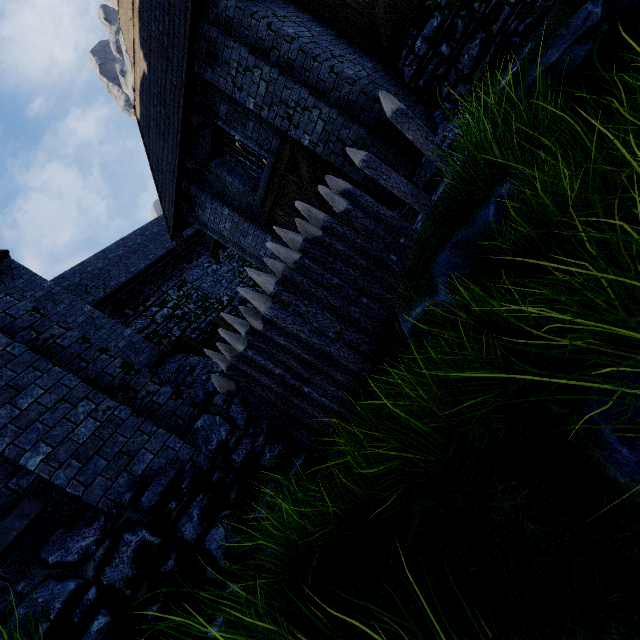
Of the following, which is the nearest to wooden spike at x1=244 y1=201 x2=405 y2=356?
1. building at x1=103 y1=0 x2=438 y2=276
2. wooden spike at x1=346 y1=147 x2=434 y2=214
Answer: wooden spike at x1=346 y1=147 x2=434 y2=214

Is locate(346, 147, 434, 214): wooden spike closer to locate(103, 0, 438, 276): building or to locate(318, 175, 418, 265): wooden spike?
locate(318, 175, 418, 265): wooden spike

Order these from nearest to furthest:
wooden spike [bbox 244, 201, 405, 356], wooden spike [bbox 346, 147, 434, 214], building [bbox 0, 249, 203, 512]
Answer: building [bbox 0, 249, 203, 512], wooden spike [bbox 244, 201, 405, 356], wooden spike [bbox 346, 147, 434, 214]

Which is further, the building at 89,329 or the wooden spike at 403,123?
the wooden spike at 403,123

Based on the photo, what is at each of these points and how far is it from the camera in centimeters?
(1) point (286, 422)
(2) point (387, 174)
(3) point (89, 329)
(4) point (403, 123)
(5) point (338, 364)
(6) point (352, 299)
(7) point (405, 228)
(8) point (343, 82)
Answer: (1) wooden spike, 488cm
(2) wooden spike, 484cm
(3) building, 1021cm
(4) wooden spike, 469cm
(5) wooden spike, 439cm
(6) wooden spike, 439cm
(7) wooden spike, 469cm
(8) building, 659cm

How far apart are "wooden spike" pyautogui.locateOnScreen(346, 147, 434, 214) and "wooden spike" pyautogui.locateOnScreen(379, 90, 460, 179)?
0.53m

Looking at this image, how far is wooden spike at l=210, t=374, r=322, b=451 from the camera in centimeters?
484cm

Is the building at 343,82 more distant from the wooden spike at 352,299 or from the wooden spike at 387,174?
the wooden spike at 352,299
